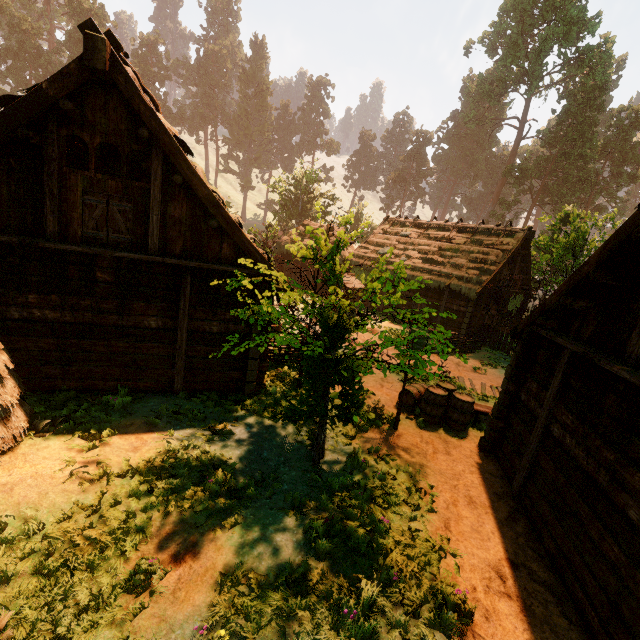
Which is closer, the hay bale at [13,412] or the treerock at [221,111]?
the hay bale at [13,412]

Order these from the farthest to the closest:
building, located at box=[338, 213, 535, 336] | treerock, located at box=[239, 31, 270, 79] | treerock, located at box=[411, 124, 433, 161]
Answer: treerock, located at box=[411, 124, 433, 161]
treerock, located at box=[239, 31, 270, 79]
building, located at box=[338, 213, 535, 336]

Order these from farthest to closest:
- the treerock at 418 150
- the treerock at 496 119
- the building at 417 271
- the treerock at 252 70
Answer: the treerock at 418 150 < the treerock at 252 70 < the treerock at 496 119 < the building at 417 271

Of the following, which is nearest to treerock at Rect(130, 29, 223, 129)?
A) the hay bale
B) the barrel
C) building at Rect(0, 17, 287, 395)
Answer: building at Rect(0, 17, 287, 395)

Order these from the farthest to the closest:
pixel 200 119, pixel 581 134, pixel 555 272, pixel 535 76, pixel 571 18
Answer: pixel 200 119 → pixel 535 76 → pixel 581 134 → pixel 571 18 → pixel 555 272

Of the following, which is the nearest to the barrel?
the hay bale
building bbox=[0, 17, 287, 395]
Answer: building bbox=[0, 17, 287, 395]

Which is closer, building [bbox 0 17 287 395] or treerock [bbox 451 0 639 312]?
building [bbox 0 17 287 395]
